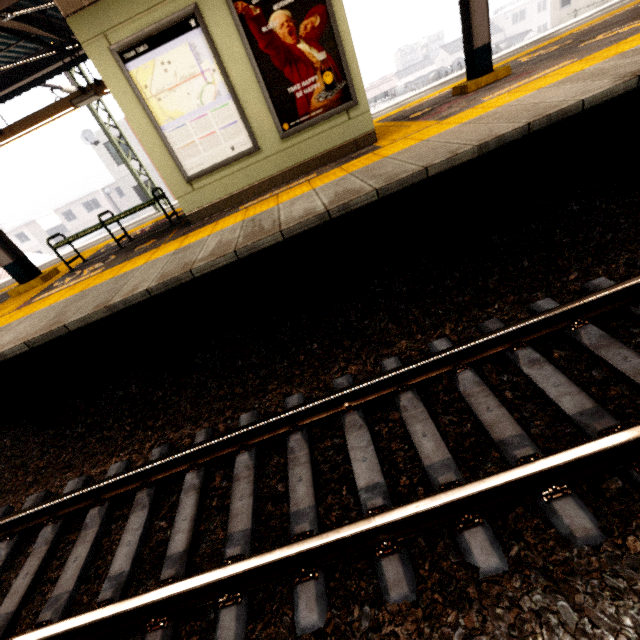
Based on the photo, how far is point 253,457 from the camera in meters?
2.8

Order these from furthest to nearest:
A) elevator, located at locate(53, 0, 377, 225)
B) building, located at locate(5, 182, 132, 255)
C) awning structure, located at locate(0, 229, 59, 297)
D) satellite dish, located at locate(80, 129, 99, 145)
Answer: building, located at locate(5, 182, 132, 255) < satellite dish, located at locate(80, 129, 99, 145) < awning structure, located at locate(0, 229, 59, 297) < elevator, located at locate(53, 0, 377, 225)

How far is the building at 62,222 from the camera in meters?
45.4 m

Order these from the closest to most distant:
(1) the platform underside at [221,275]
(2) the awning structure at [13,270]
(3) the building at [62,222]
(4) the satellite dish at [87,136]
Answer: (1) the platform underside at [221,275] → (2) the awning structure at [13,270] → (4) the satellite dish at [87,136] → (3) the building at [62,222]

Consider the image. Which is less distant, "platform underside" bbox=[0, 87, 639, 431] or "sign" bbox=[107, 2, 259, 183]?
"platform underside" bbox=[0, 87, 639, 431]

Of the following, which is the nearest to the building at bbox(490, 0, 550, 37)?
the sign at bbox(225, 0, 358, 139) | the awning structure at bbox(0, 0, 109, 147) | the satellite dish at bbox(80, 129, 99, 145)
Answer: the awning structure at bbox(0, 0, 109, 147)

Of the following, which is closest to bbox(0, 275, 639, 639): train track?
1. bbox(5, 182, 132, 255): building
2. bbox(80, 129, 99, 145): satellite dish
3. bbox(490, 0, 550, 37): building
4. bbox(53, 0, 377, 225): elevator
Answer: bbox(53, 0, 377, 225): elevator

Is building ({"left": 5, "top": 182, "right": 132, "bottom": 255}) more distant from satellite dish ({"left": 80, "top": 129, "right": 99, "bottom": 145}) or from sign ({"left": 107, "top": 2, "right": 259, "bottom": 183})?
sign ({"left": 107, "top": 2, "right": 259, "bottom": 183})
